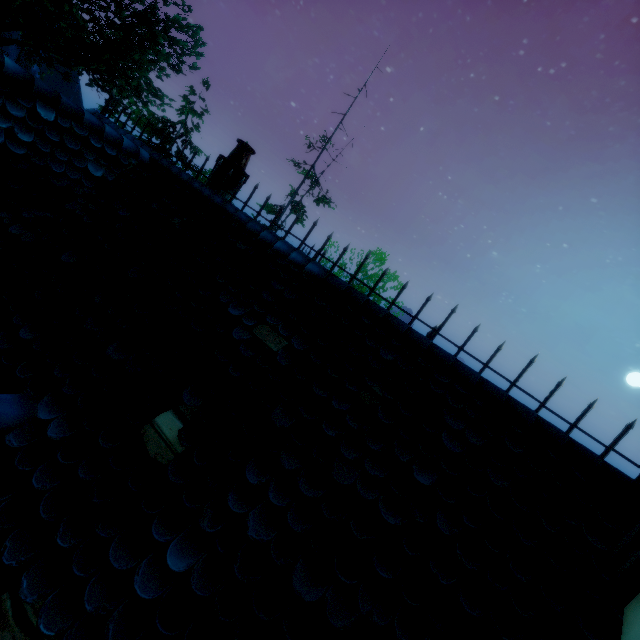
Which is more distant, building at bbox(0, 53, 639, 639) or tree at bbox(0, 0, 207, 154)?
tree at bbox(0, 0, 207, 154)

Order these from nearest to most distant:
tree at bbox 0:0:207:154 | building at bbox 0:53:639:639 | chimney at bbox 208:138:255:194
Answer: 1. building at bbox 0:53:639:639
2. chimney at bbox 208:138:255:194
3. tree at bbox 0:0:207:154

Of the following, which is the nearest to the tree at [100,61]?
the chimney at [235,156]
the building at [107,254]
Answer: the building at [107,254]

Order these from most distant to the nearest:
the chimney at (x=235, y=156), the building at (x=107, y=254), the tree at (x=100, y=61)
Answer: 1. the tree at (x=100, y=61)
2. the chimney at (x=235, y=156)
3. the building at (x=107, y=254)

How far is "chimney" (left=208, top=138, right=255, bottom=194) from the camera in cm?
680

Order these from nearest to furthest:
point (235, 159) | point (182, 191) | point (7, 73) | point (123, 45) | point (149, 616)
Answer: point (149, 616)
point (7, 73)
point (182, 191)
point (235, 159)
point (123, 45)

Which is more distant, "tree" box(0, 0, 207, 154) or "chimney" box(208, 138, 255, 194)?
"tree" box(0, 0, 207, 154)

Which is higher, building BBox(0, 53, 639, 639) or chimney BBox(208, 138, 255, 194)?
chimney BBox(208, 138, 255, 194)
